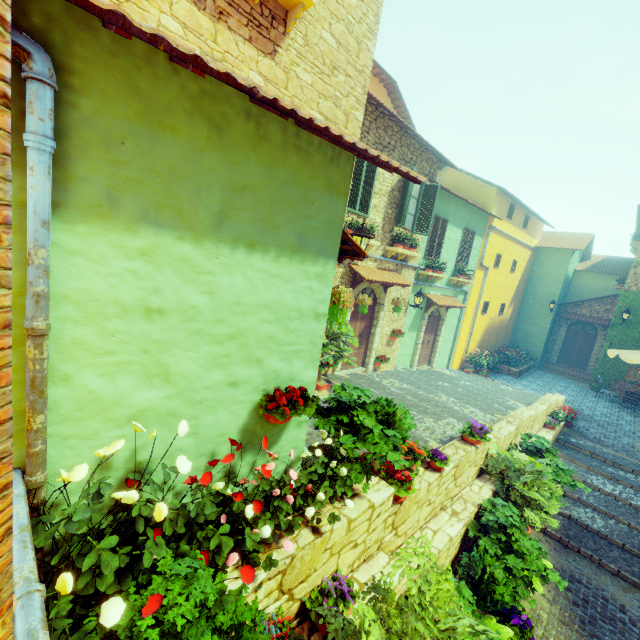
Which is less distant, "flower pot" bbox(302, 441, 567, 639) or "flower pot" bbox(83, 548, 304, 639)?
"flower pot" bbox(83, 548, 304, 639)

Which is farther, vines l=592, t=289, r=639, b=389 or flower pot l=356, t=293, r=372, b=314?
vines l=592, t=289, r=639, b=389

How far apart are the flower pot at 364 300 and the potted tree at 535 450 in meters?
5.1 m

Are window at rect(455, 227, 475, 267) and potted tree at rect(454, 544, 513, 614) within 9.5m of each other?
no

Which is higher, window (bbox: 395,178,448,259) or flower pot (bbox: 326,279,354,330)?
window (bbox: 395,178,448,259)

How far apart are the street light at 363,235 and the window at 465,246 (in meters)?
9.04

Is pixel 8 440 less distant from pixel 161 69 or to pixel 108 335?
pixel 108 335

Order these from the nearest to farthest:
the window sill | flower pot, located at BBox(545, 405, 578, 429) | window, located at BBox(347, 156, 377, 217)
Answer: the window sill < window, located at BBox(347, 156, 377, 217) < flower pot, located at BBox(545, 405, 578, 429)
